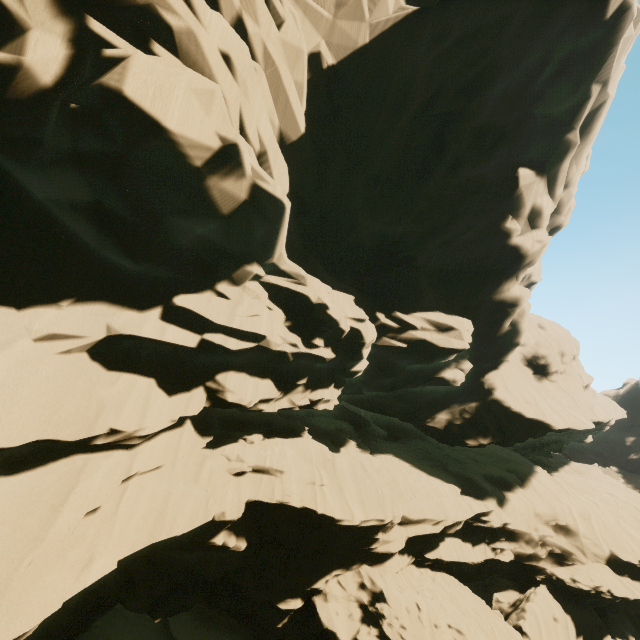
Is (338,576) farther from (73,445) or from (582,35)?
(582,35)
